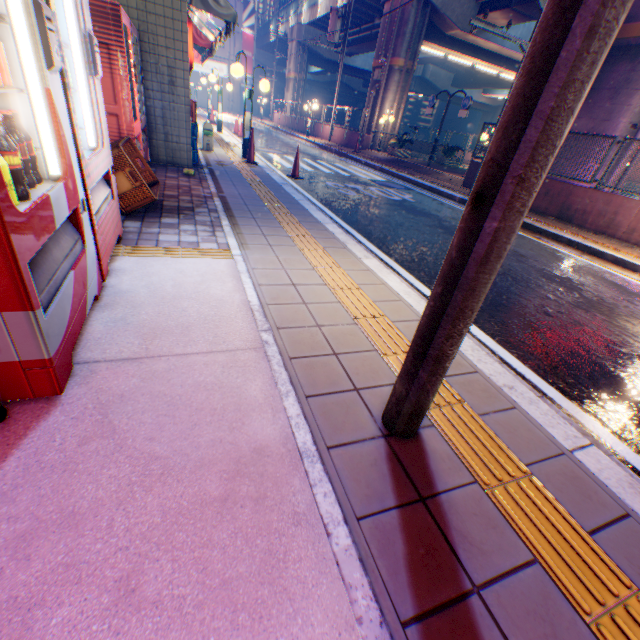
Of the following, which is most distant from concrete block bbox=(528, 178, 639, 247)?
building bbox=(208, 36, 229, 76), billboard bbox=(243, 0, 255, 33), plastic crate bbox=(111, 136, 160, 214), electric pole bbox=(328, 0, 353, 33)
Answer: billboard bbox=(243, 0, 255, 33)

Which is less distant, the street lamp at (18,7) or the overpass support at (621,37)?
the street lamp at (18,7)

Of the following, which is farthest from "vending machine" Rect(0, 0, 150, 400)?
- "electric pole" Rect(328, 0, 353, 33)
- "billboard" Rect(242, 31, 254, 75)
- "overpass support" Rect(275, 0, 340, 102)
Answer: "billboard" Rect(242, 31, 254, 75)

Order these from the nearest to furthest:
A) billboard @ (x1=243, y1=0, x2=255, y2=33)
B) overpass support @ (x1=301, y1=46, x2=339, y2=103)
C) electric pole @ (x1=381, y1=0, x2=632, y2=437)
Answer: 1. electric pole @ (x1=381, y1=0, x2=632, y2=437)
2. overpass support @ (x1=301, y1=46, x2=339, y2=103)
3. billboard @ (x1=243, y1=0, x2=255, y2=33)

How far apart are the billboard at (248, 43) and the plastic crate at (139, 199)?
50.78m

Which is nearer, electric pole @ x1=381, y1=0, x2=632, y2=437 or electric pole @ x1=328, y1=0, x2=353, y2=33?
electric pole @ x1=381, y1=0, x2=632, y2=437

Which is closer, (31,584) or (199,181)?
(31,584)

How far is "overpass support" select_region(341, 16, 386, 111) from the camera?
20.47m
